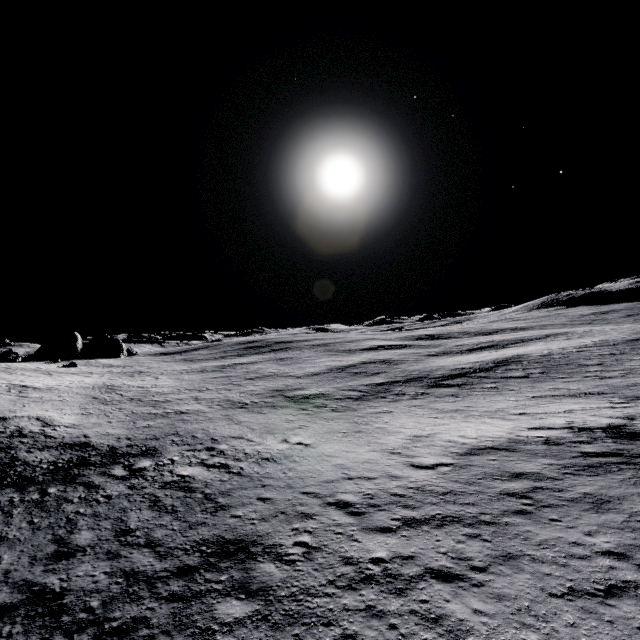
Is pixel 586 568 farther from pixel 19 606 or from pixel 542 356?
pixel 542 356
